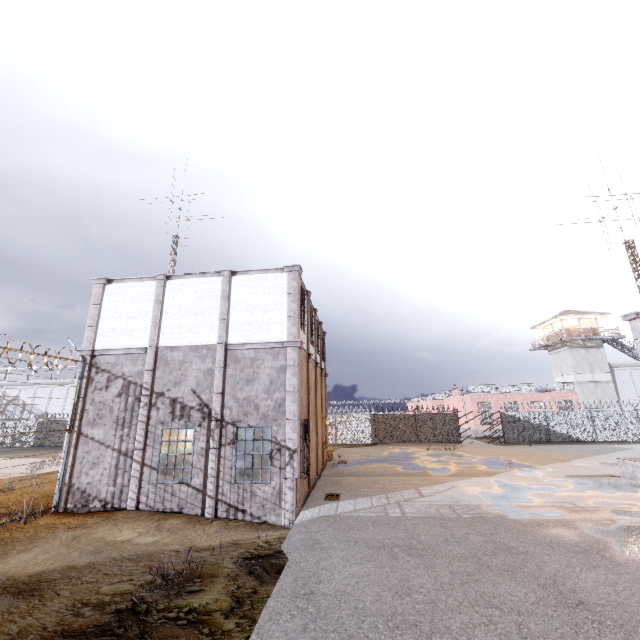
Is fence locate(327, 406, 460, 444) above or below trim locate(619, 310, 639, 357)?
below

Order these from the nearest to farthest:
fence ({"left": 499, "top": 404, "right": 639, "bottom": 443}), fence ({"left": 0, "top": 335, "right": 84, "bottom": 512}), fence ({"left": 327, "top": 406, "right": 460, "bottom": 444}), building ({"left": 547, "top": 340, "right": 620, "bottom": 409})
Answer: fence ({"left": 0, "top": 335, "right": 84, "bottom": 512}) < fence ({"left": 499, "top": 404, "right": 639, "bottom": 443}) < fence ({"left": 327, "top": 406, "right": 460, "bottom": 444}) < building ({"left": 547, "top": 340, "right": 620, "bottom": 409})

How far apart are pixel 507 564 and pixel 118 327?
15.4m

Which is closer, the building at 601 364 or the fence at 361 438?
the fence at 361 438

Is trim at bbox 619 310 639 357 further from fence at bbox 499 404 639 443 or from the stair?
fence at bbox 499 404 639 443

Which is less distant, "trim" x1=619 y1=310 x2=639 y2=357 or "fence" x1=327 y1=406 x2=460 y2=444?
"trim" x1=619 y1=310 x2=639 y2=357

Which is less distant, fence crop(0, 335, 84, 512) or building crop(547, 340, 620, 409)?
fence crop(0, 335, 84, 512)
